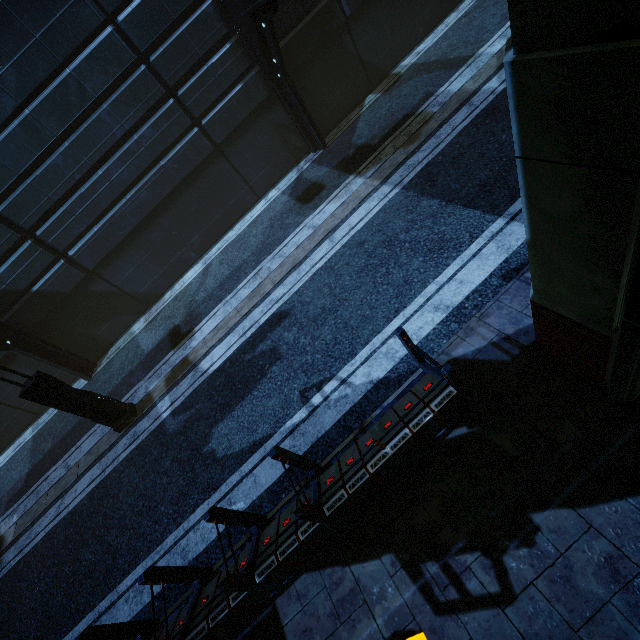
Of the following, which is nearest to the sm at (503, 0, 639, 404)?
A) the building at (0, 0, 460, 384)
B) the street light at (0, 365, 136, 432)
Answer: the building at (0, 0, 460, 384)

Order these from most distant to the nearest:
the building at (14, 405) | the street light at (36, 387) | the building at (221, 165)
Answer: the building at (14, 405)
the building at (221, 165)
the street light at (36, 387)

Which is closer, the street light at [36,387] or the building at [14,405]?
the street light at [36,387]

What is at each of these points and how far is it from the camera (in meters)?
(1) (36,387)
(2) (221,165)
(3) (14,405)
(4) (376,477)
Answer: (1) street light, 7.14
(2) building, 11.14
(3) building, 11.88
(4) building, 3.99

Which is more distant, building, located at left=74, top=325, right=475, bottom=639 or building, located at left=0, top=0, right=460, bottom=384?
building, located at left=0, top=0, right=460, bottom=384
